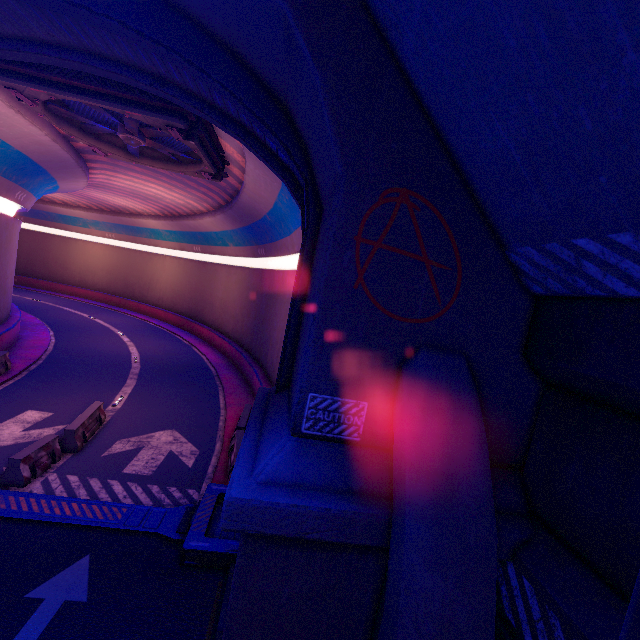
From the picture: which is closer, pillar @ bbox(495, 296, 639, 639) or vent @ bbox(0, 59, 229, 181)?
pillar @ bbox(495, 296, 639, 639)

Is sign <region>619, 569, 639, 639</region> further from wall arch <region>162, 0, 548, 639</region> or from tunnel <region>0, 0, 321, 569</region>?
tunnel <region>0, 0, 321, 569</region>

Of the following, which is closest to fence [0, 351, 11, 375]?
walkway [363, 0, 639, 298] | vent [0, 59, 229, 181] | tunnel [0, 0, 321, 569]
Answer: tunnel [0, 0, 321, 569]

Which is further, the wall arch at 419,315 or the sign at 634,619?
the wall arch at 419,315

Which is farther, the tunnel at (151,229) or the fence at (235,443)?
the fence at (235,443)

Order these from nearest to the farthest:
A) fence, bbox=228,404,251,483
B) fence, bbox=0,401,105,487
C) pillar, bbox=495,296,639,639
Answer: pillar, bbox=495,296,639,639 < fence, bbox=0,401,105,487 < fence, bbox=228,404,251,483

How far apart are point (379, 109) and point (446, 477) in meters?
4.8

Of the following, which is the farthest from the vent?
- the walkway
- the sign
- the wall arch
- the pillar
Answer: the sign
